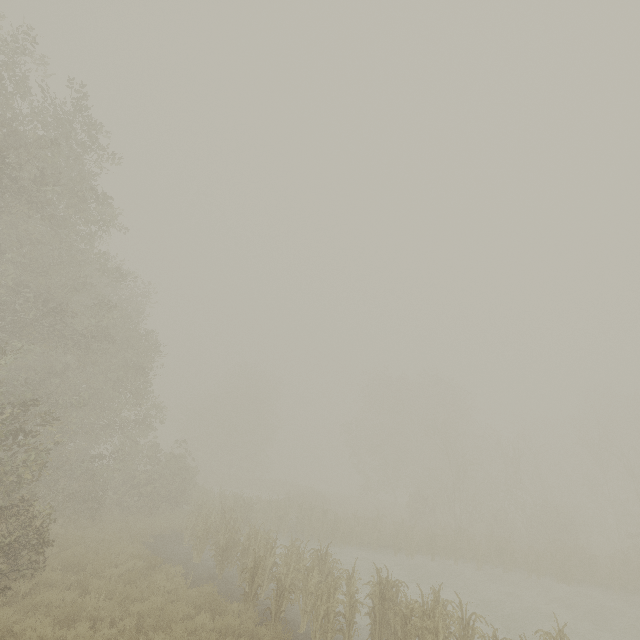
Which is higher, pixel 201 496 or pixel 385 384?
pixel 385 384
